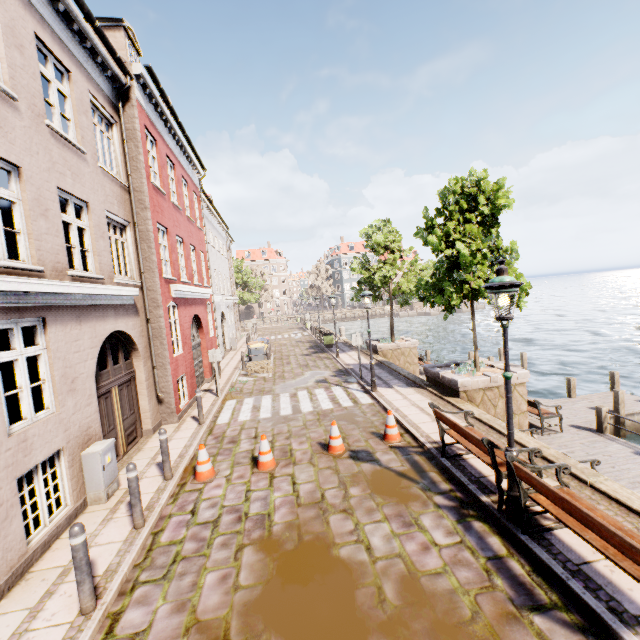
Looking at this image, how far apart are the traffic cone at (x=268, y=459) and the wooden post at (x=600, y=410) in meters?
10.2

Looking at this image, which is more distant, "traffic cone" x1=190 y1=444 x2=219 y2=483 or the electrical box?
"traffic cone" x1=190 y1=444 x2=219 y2=483

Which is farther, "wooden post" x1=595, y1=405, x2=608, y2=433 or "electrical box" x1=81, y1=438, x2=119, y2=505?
"wooden post" x1=595, y1=405, x2=608, y2=433

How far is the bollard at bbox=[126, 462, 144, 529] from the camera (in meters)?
5.37

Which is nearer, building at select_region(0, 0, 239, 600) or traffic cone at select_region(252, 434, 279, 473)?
building at select_region(0, 0, 239, 600)

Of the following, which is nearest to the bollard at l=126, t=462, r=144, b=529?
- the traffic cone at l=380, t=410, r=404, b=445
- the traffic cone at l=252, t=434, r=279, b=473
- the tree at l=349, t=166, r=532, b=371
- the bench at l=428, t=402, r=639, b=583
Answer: the traffic cone at l=252, t=434, r=279, b=473

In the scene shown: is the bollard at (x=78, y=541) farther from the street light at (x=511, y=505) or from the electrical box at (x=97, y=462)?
the street light at (x=511, y=505)

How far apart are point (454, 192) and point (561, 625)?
10.16m
